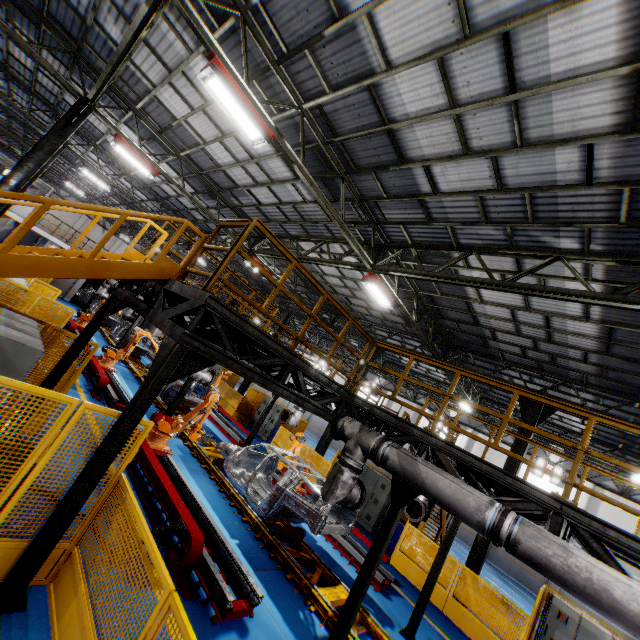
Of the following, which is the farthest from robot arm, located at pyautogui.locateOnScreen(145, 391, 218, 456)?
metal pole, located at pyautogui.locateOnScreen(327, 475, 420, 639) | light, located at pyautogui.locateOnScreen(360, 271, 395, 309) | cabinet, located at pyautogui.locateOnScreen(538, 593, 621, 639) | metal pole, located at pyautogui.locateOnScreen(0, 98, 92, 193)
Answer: cabinet, located at pyautogui.locateOnScreen(538, 593, 621, 639)

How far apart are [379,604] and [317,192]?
10.7 meters

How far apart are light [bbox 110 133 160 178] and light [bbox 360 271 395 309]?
8.66m

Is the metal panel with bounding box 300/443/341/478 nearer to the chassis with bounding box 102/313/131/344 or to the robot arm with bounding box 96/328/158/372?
the robot arm with bounding box 96/328/158/372

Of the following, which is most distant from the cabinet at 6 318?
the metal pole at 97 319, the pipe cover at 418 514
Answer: the pipe cover at 418 514

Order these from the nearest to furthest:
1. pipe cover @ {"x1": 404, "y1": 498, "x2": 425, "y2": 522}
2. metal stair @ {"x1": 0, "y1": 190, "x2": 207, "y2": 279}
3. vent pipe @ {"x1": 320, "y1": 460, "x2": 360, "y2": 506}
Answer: metal stair @ {"x1": 0, "y1": 190, "x2": 207, "y2": 279} → vent pipe @ {"x1": 320, "y1": 460, "x2": 360, "y2": 506} → pipe cover @ {"x1": 404, "y1": 498, "x2": 425, "y2": 522}

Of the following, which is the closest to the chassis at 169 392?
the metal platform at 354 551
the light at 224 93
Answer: the metal platform at 354 551

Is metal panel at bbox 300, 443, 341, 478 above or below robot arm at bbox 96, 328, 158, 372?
above
